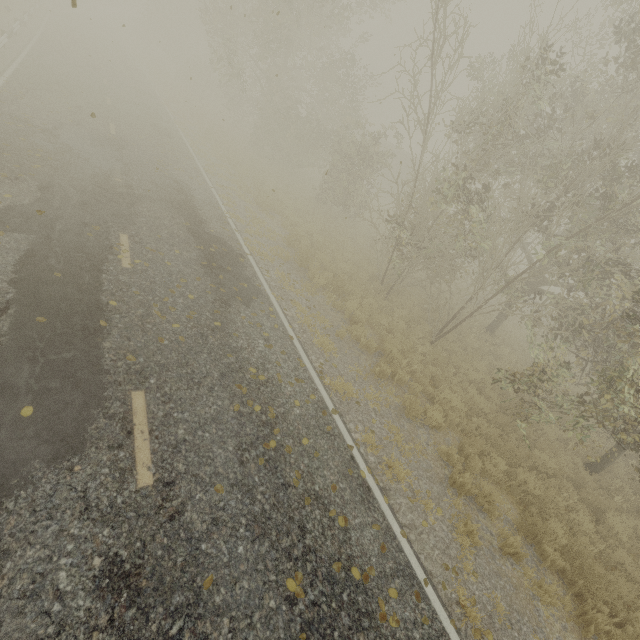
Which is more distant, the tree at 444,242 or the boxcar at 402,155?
the boxcar at 402,155

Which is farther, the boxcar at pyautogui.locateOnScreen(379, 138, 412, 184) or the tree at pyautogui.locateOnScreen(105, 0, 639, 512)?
the boxcar at pyautogui.locateOnScreen(379, 138, 412, 184)

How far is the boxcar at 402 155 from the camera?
34.8 meters

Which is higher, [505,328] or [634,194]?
[634,194]

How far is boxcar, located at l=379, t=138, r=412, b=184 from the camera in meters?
34.8 m
